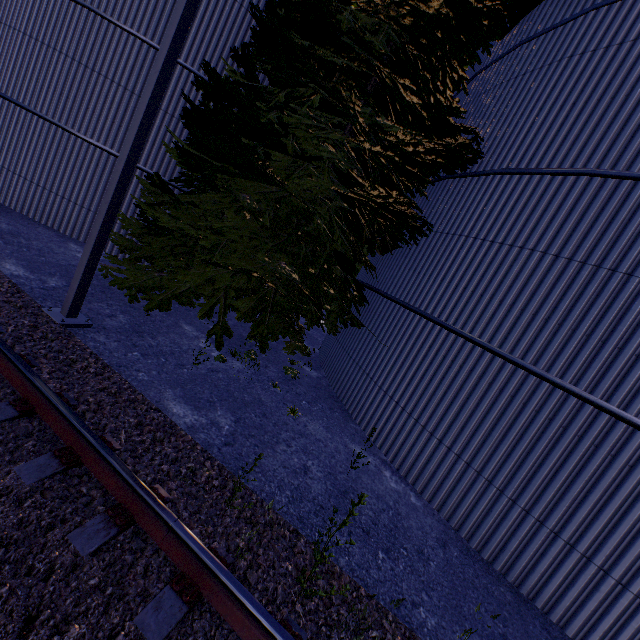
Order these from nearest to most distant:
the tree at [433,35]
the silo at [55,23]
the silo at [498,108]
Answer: the silo at [498,108]
the tree at [433,35]
the silo at [55,23]

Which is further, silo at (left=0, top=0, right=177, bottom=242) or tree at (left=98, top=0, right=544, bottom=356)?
silo at (left=0, top=0, right=177, bottom=242)

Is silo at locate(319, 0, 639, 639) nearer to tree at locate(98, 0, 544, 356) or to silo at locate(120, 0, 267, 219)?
tree at locate(98, 0, 544, 356)

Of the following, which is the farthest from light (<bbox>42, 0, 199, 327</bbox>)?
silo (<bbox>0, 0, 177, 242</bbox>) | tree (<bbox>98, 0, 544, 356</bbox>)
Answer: silo (<bbox>0, 0, 177, 242</bbox>)

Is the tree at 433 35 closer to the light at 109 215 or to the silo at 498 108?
the silo at 498 108

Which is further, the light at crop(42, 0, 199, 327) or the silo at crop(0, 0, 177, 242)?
the silo at crop(0, 0, 177, 242)

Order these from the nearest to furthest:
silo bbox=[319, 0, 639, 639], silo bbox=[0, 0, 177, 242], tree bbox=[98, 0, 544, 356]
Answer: silo bbox=[319, 0, 639, 639] → tree bbox=[98, 0, 544, 356] → silo bbox=[0, 0, 177, 242]

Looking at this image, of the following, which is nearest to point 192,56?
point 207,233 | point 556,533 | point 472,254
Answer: point 207,233
